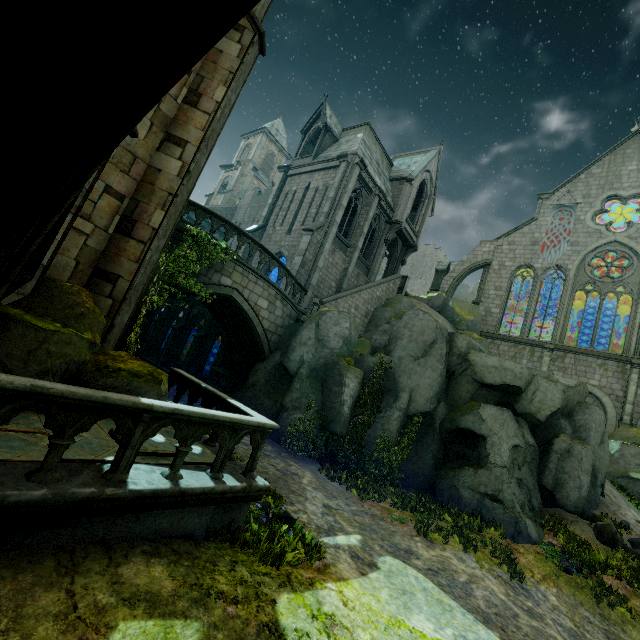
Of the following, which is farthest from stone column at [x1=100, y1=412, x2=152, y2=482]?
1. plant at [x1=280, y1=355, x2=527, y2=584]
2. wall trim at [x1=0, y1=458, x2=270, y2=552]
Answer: plant at [x1=280, y1=355, x2=527, y2=584]

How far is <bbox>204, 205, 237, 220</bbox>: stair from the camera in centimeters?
3518cm

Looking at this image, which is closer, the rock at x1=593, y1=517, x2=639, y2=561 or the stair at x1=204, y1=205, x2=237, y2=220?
the rock at x1=593, y1=517, x2=639, y2=561

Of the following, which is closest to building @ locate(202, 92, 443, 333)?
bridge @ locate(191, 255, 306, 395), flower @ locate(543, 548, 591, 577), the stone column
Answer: bridge @ locate(191, 255, 306, 395)

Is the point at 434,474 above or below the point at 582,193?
below

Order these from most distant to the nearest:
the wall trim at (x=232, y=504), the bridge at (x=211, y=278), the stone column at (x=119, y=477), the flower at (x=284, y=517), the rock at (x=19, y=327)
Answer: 1. the bridge at (x=211, y=278)
2. the flower at (x=284, y=517)
3. the rock at (x=19, y=327)
4. the stone column at (x=119, y=477)
5. the wall trim at (x=232, y=504)

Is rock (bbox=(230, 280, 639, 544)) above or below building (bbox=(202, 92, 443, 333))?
below

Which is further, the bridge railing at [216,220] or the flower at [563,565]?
the bridge railing at [216,220]
